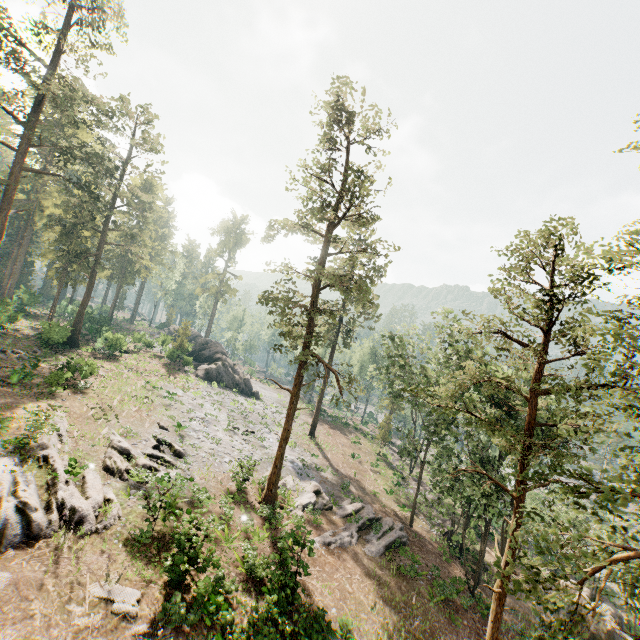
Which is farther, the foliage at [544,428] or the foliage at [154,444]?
the foliage at [154,444]

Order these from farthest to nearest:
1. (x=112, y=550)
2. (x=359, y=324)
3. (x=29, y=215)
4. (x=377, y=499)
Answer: (x=29, y=215)
(x=359, y=324)
(x=377, y=499)
(x=112, y=550)

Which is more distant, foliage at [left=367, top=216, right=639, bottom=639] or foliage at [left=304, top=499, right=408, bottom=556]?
foliage at [left=304, top=499, right=408, bottom=556]

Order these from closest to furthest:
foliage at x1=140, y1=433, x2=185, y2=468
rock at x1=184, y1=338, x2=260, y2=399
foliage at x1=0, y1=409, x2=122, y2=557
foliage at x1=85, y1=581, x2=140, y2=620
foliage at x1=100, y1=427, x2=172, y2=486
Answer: foliage at x1=85, y1=581, x2=140, y2=620 < foliage at x1=0, y1=409, x2=122, y2=557 < foliage at x1=100, y1=427, x2=172, y2=486 < foliage at x1=140, y1=433, x2=185, y2=468 < rock at x1=184, y1=338, x2=260, y2=399

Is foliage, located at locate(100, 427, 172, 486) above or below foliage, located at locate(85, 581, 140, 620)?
above

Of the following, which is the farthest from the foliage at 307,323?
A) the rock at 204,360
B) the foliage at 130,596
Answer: the foliage at 130,596

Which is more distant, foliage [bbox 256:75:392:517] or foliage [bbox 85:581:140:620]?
foliage [bbox 256:75:392:517]

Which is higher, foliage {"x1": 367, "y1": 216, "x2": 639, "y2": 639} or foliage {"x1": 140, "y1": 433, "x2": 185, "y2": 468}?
foliage {"x1": 367, "y1": 216, "x2": 639, "y2": 639}
